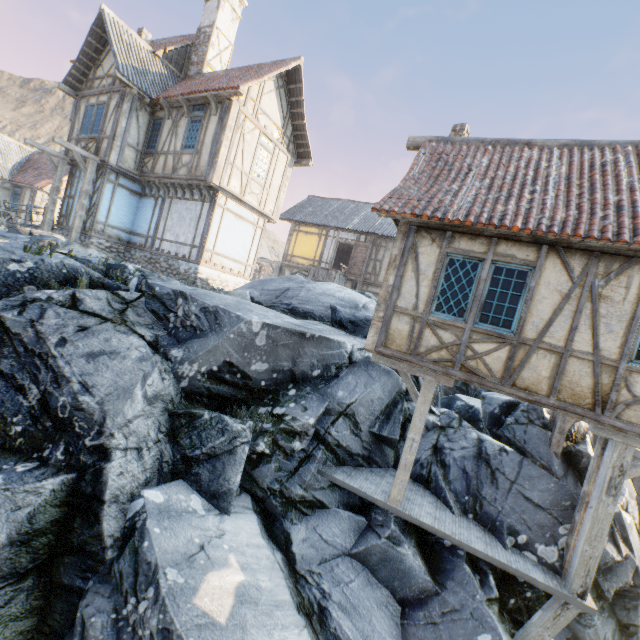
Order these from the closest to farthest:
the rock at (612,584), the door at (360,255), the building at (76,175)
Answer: the rock at (612,584), the building at (76,175), the door at (360,255)

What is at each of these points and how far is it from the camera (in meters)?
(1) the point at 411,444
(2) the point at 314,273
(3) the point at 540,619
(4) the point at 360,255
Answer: (1) wooden structure, 6.84
(2) wooden structure, 19.28
(3) wooden structure, 5.78
(4) door, 19.81

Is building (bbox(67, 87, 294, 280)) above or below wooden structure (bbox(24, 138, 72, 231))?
below

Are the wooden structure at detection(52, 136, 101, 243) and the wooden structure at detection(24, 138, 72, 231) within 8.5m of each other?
yes

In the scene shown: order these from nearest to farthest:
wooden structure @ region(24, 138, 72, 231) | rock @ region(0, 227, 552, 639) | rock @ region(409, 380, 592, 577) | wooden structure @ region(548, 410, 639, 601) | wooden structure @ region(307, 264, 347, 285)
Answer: rock @ region(0, 227, 552, 639)
wooden structure @ region(548, 410, 639, 601)
rock @ region(409, 380, 592, 577)
wooden structure @ region(24, 138, 72, 231)
wooden structure @ region(307, 264, 347, 285)

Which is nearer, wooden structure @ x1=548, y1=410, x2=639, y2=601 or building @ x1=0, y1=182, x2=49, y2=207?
wooden structure @ x1=548, y1=410, x2=639, y2=601

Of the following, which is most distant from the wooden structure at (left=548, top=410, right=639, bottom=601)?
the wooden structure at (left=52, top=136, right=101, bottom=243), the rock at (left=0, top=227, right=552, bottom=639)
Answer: the wooden structure at (left=52, top=136, right=101, bottom=243)

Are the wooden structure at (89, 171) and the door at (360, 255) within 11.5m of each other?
no
